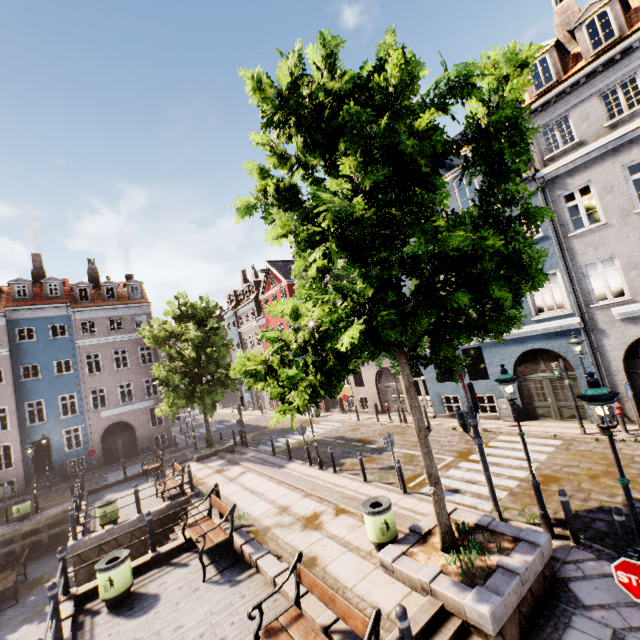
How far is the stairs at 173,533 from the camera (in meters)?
11.77

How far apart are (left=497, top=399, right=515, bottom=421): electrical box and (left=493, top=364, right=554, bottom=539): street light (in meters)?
8.88

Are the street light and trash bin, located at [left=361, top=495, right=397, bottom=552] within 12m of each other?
yes

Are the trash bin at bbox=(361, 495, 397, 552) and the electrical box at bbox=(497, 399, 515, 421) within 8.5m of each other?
no

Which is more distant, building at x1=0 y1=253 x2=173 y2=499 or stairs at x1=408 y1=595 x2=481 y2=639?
building at x1=0 y1=253 x2=173 y2=499

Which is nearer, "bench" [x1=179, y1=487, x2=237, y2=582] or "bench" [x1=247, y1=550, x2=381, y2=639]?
"bench" [x1=247, y1=550, x2=381, y2=639]

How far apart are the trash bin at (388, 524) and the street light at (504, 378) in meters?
3.3 m

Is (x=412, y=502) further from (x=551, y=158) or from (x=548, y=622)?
(x=551, y=158)
